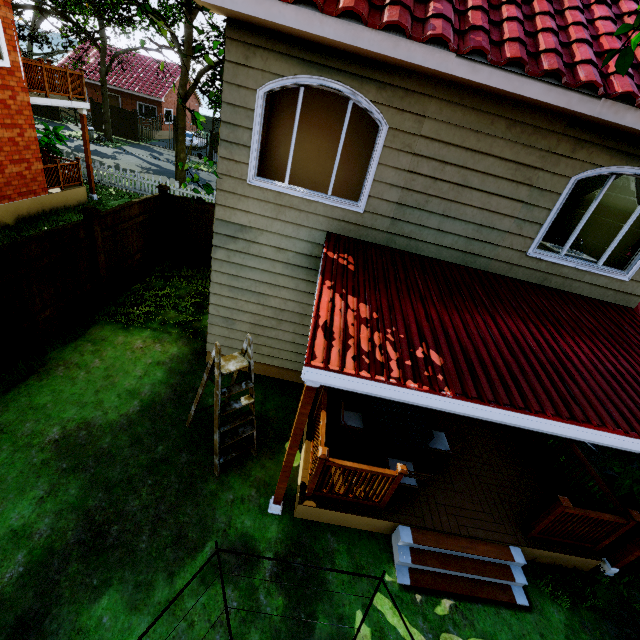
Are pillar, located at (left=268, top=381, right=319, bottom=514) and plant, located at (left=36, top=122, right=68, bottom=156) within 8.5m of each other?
no

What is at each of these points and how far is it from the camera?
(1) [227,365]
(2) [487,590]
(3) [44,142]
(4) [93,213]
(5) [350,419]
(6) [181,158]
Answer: (1) ladder, 4.8 meters
(2) stairs, 4.7 meters
(3) plant, 13.6 meters
(4) fence post, 6.8 meters
(5) chair, 5.7 meters
(6) tree, 18.0 meters

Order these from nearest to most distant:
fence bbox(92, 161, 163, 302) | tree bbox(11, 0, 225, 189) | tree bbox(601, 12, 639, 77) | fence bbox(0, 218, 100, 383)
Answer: tree bbox(601, 12, 639, 77)
tree bbox(11, 0, 225, 189)
fence bbox(0, 218, 100, 383)
fence bbox(92, 161, 163, 302)

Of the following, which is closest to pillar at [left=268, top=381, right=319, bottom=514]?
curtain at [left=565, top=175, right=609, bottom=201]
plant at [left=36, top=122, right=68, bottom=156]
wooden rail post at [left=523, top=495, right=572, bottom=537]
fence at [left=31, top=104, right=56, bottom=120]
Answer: wooden rail post at [left=523, top=495, right=572, bottom=537]

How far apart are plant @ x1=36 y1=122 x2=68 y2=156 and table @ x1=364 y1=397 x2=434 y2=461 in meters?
16.9

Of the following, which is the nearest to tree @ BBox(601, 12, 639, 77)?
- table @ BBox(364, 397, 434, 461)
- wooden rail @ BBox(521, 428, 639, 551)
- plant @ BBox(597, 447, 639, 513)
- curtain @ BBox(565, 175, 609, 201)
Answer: curtain @ BBox(565, 175, 609, 201)

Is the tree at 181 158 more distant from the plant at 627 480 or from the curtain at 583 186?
the plant at 627 480

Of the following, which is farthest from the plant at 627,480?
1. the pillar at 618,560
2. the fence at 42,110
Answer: the fence at 42,110
